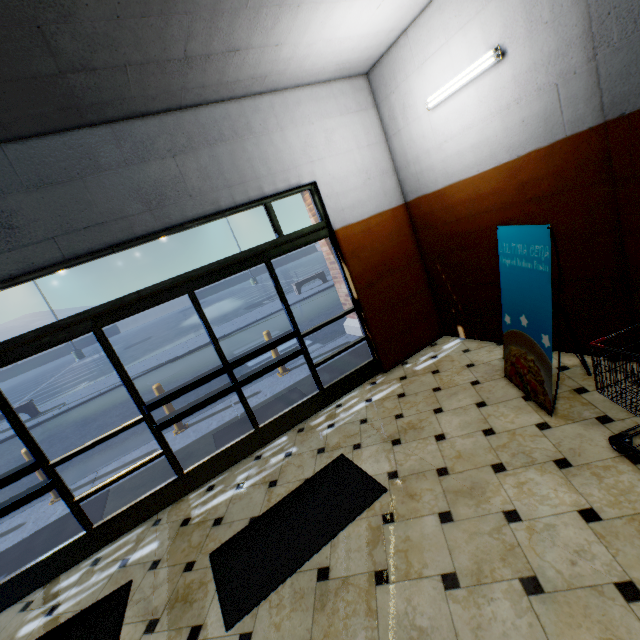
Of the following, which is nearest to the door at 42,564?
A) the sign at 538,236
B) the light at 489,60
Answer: the sign at 538,236

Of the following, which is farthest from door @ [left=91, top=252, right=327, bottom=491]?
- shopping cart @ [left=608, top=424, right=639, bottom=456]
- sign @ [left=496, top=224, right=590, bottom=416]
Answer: shopping cart @ [left=608, top=424, right=639, bottom=456]

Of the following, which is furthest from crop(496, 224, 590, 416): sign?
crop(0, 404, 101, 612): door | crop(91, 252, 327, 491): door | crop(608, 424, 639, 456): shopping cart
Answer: crop(0, 404, 101, 612): door

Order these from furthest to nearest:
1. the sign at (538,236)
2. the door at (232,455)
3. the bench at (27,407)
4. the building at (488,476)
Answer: the bench at (27,407) → the door at (232,455) → the sign at (538,236) → the building at (488,476)

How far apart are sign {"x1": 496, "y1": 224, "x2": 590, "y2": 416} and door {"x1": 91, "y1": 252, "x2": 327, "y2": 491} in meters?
2.3

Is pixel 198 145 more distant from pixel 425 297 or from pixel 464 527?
pixel 464 527

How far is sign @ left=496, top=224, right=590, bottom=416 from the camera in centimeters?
267cm

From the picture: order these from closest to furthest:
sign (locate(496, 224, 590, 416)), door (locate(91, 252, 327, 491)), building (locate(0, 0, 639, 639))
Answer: building (locate(0, 0, 639, 639)), sign (locate(496, 224, 590, 416)), door (locate(91, 252, 327, 491))
